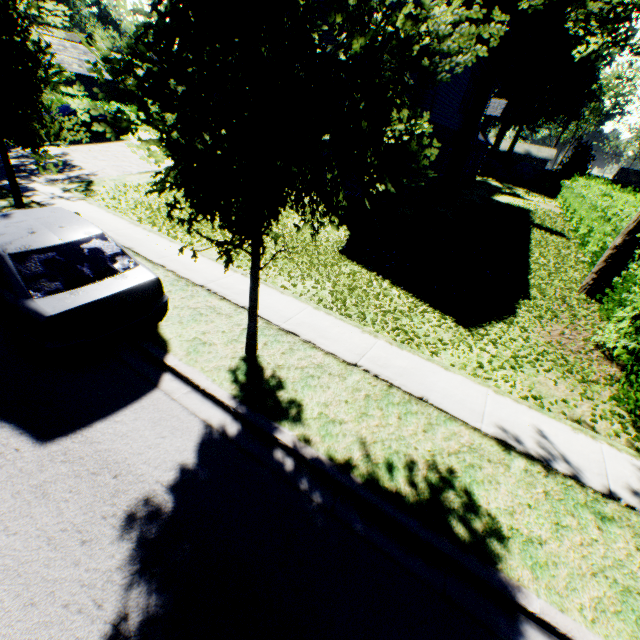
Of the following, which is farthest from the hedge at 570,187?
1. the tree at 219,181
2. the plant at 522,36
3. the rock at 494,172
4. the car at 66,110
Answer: the car at 66,110

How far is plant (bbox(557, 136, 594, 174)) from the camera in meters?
37.7 m

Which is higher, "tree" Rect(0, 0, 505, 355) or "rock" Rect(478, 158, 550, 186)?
"tree" Rect(0, 0, 505, 355)

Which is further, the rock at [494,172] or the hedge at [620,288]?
the rock at [494,172]

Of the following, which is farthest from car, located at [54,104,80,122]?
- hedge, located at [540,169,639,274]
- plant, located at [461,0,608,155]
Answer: plant, located at [461,0,608,155]

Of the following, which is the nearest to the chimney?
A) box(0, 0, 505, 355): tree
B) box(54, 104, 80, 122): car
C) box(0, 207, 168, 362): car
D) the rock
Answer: box(0, 0, 505, 355): tree

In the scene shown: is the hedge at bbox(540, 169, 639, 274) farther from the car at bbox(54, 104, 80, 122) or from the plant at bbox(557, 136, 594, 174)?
the car at bbox(54, 104, 80, 122)

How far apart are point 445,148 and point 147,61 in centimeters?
Answer: 1993cm
